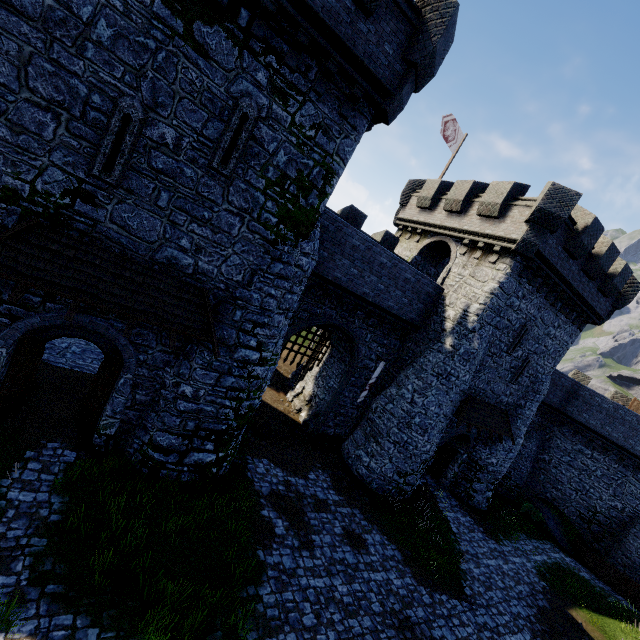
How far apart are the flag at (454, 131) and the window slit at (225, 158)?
16.13m

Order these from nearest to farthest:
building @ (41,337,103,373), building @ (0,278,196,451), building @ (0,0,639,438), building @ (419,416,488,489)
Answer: building @ (0,0,639,438) → building @ (0,278,196,451) → building @ (41,337,103,373) → building @ (419,416,488,489)

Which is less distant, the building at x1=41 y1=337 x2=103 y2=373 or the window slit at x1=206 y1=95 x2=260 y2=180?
the window slit at x1=206 y1=95 x2=260 y2=180

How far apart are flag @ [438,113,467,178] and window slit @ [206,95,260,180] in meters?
16.1 m

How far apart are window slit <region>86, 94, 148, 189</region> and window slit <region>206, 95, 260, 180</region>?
1.6m

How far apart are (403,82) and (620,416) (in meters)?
27.63

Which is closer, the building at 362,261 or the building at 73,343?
the building at 362,261

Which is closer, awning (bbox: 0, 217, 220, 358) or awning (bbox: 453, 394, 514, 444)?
awning (bbox: 0, 217, 220, 358)
